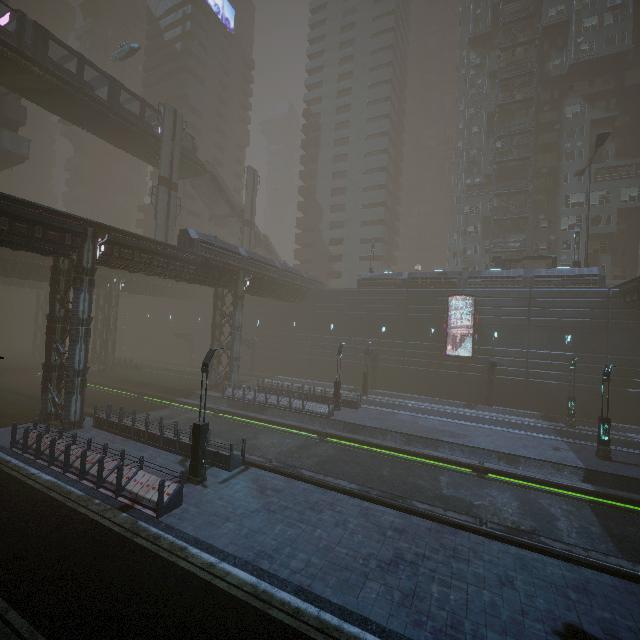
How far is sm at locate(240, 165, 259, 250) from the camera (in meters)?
46.91

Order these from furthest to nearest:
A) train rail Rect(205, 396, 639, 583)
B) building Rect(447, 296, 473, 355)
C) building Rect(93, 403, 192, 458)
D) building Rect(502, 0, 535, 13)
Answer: building Rect(502, 0, 535, 13)
building Rect(447, 296, 473, 355)
building Rect(93, 403, 192, 458)
train rail Rect(205, 396, 639, 583)

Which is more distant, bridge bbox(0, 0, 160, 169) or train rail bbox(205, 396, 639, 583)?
bridge bbox(0, 0, 160, 169)

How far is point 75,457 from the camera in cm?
1410

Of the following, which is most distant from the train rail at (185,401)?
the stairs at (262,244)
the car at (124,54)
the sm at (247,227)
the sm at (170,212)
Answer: the car at (124,54)

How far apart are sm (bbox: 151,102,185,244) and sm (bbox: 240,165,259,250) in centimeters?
1043cm

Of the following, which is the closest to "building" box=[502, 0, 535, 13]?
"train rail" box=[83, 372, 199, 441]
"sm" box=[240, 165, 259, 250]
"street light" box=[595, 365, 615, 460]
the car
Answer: "train rail" box=[83, 372, 199, 441]

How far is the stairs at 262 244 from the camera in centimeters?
5294cm
